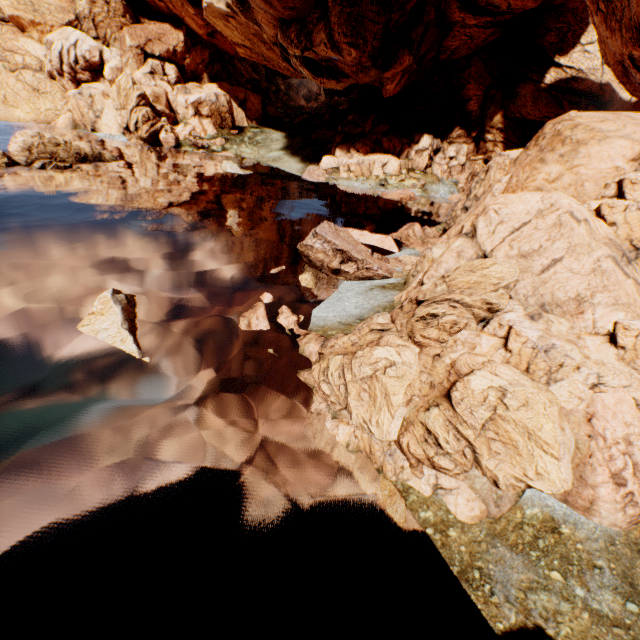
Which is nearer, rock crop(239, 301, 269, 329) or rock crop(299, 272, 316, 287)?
rock crop(239, 301, 269, 329)

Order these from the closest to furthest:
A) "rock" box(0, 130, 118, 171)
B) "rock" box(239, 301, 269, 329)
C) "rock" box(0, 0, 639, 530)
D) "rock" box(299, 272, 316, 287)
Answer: "rock" box(0, 0, 639, 530), "rock" box(239, 301, 269, 329), "rock" box(299, 272, 316, 287), "rock" box(0, 130, 118, 171)

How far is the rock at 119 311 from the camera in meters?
10.3

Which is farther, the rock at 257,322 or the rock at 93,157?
the rock at 93,157

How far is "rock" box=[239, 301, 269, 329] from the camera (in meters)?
12.01

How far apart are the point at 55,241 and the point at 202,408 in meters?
14.4 m
